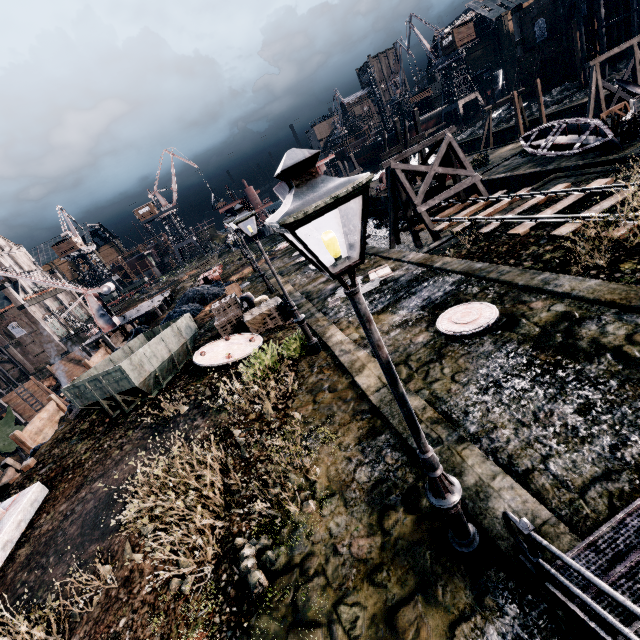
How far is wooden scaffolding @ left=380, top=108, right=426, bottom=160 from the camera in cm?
2764

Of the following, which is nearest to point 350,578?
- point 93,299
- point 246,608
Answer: point 246,608

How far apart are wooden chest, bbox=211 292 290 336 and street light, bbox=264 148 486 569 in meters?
12.6 m

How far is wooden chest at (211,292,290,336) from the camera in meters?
16.2 m

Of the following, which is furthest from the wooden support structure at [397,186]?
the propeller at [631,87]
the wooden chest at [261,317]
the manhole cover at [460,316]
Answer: the propeller at [631,87]

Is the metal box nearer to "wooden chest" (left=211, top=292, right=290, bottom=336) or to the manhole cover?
"wooden chest" (left=211, top=292, right=290, bottom=336)

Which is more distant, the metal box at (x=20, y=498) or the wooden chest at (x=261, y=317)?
the wooden chest at (x=261, y=317)

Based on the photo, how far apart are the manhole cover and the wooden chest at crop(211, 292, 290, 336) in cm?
821
